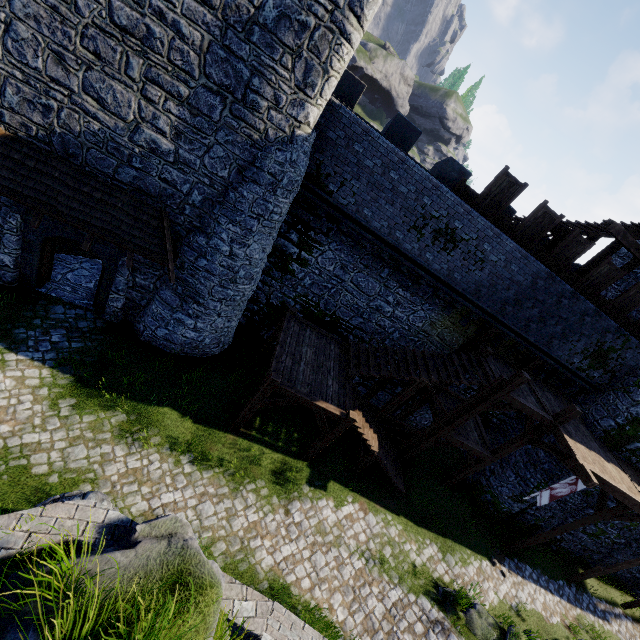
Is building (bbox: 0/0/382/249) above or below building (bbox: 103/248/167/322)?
above

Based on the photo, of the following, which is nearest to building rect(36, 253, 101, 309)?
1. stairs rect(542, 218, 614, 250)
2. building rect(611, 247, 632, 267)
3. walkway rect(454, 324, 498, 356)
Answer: stairs rect(542, 218, 614, 250)

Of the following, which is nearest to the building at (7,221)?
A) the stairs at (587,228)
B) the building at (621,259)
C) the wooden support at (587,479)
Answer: the stairs at (587,228)

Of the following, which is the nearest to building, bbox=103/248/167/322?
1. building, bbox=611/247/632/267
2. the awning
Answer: the awning

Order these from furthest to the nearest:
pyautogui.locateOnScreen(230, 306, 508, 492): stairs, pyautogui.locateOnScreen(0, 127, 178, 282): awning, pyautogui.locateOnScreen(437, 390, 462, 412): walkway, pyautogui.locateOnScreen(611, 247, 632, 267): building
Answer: pyautogui.locateOnScreen(611, 247, 632, 267): building < pyautogui.locateOnScreen(437, 390, 462, 412): walkway < pyautogui.locateOnScreen(230, 306, 508, 492): stairs < pyautogui.locateOnScreen(0, 127, 178, 282): awning

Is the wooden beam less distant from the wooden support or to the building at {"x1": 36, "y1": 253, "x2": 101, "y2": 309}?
the wooden support

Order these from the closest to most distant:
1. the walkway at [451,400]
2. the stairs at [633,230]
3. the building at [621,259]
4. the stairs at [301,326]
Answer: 1. the stairs at [301,326]
2. the stairs at [633,230]
3. the walkway at [451,400]
4. the building at [621,259]

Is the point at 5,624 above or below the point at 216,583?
below
